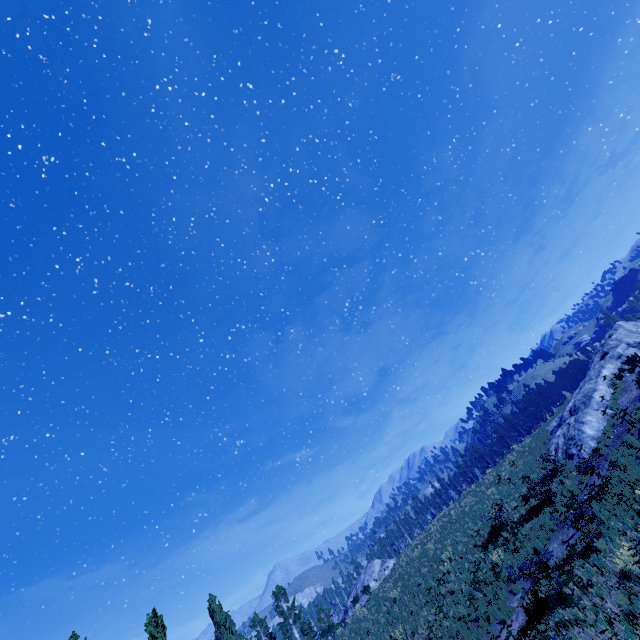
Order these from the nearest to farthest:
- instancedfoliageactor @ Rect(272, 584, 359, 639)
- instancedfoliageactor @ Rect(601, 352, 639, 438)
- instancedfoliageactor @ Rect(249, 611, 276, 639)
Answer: instancedfoliageactor @ Rect(601, 352, 639, 438)
instancedfoliageactor @ Rect(272, 584, 359, 639)
instancedfoliageactor @ Rect(249, 611, 276, 639)

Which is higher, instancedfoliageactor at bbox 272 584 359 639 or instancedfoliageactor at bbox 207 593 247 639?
instancedfoliageactor at bbox 207 593 247 639

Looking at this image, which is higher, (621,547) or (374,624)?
(374,624)

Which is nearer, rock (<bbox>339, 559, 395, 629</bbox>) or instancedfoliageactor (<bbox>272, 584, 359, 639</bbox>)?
instancedfoliageactor (<bbox>272, 584, 359, 639</bbox>)

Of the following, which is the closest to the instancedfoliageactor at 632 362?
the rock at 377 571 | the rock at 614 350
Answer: the rock at 377 571

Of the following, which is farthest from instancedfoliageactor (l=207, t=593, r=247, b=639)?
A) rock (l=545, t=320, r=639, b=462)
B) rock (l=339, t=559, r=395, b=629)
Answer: rock (l=545, t=320, r=639, b=462)

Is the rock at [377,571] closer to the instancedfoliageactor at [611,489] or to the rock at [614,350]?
the instancedfoliageactor at [611,489]
